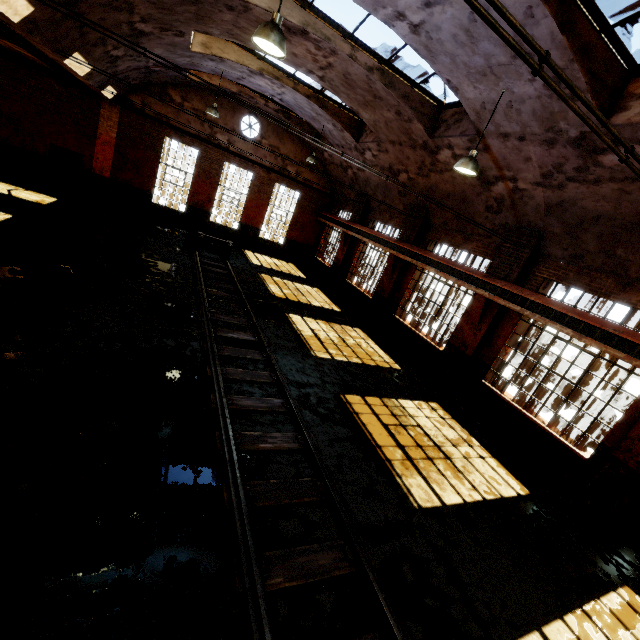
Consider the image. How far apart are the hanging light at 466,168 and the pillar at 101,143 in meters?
16.9 m

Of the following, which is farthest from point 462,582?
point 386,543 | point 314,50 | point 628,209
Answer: point 314,50

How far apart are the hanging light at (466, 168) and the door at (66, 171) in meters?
18.1 m

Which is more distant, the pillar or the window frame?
the pillar

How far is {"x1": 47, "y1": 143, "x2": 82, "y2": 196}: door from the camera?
15.84m

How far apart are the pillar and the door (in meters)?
0.38

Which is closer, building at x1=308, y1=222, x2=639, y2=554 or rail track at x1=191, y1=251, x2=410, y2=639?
rail track at x1=191, y1=251, x2=410, y2=639

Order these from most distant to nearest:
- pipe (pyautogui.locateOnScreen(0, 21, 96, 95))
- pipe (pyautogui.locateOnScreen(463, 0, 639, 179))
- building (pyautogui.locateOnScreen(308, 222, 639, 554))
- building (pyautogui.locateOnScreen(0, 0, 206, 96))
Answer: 1. pipe (pyautogui.locateOnScreen(0, 21, 96, 95))
2. building (pyautogui.locateOnScreen(308, 222, 639, 554))
3. building (pyautogui.locateOnScreen(0, 0, 206, 96))
4. pipe (pyautogui.locateOnScreen(463, 0, 639, 179))
